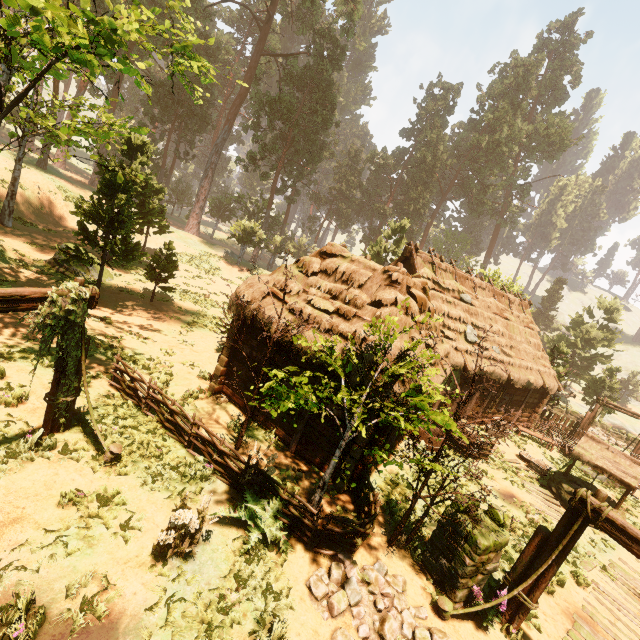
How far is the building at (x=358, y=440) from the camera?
8.7m

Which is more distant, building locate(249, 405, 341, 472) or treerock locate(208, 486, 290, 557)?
building locate(249, 405, 341, 472)

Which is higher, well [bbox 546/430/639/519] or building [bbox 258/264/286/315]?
building [bbox 258/264/286/315]

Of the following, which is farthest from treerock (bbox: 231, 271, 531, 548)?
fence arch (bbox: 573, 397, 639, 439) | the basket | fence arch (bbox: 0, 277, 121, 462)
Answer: the basket

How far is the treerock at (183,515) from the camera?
5.6 meters

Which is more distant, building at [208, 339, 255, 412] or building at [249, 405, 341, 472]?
building at [208, 339, 255, 412]

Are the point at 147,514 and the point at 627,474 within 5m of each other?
no

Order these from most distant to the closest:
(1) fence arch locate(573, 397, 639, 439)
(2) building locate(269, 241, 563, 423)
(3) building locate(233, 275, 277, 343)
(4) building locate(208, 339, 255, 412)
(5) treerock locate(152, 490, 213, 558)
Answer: (1) fence arch locate(573, 397, 639, 439) < (4) building locate(208, 339, 255, 412) < (3) building locate(233, 275, 277, 343) < (2) building locate(269, 241, 563, 423) < (5) treerock locate(152, 490, 213, 558)
